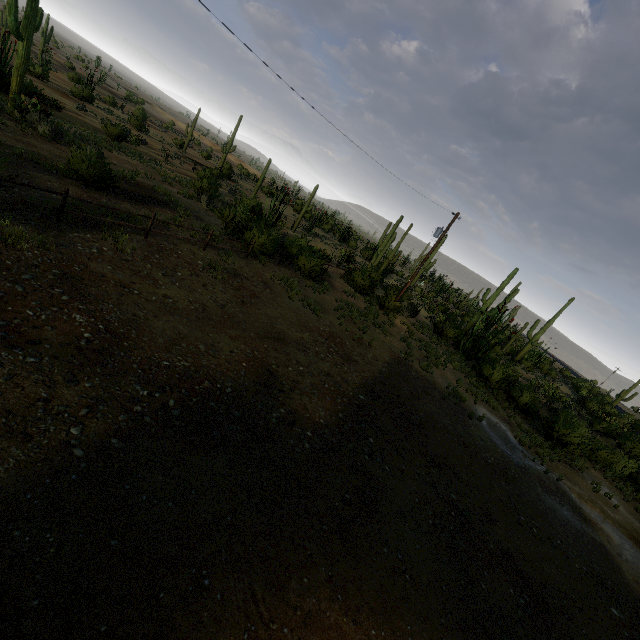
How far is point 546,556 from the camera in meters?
8.0 m
